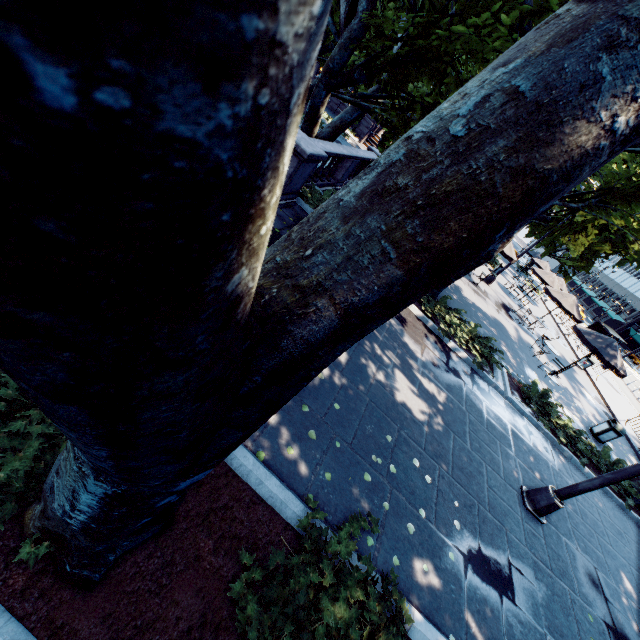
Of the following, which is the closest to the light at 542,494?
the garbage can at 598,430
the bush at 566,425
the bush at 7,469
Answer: the bush at 566,425

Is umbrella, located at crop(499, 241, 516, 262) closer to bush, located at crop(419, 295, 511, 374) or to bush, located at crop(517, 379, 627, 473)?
bush, located at crop(419, 295, 511, 374)

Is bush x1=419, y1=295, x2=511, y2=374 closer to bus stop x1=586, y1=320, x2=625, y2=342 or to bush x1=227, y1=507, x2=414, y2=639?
bush x1=227, y1=507, x2=414, y2=639

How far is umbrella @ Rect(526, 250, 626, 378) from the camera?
13.6m

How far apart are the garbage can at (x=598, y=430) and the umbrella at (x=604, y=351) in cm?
664

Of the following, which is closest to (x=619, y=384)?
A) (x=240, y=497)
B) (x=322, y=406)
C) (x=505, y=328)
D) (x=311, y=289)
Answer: (x=505, y=328)

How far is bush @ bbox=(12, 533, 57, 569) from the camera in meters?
2.2

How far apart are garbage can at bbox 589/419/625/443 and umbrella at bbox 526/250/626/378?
6.6m
